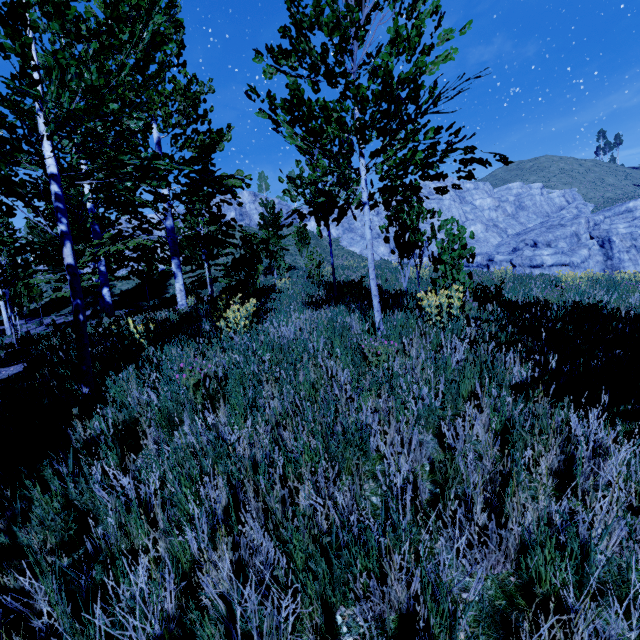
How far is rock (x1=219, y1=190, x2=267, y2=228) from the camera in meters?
43.8

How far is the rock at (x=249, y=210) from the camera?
43.81m

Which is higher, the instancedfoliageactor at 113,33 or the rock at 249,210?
the rock at 249,210

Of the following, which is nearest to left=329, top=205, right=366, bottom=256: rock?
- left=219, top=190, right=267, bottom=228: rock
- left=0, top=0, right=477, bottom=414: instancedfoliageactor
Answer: left=219, top=190, right=267, bottom=228: rock

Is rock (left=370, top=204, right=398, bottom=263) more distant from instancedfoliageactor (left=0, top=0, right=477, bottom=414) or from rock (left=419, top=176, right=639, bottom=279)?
instancedfoliageactor (left=0, top=0, right=477, bottom=414)

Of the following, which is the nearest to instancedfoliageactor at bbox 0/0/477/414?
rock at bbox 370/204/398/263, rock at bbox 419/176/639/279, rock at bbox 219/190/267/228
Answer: rock at bbox 419/176/639/279

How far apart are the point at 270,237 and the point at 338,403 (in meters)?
11.35
